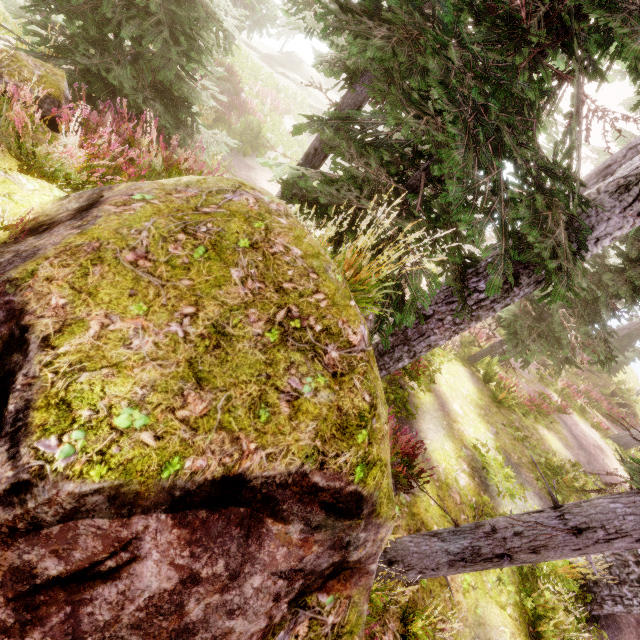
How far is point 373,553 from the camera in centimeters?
226cm

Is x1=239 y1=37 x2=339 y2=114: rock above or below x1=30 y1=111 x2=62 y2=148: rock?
below

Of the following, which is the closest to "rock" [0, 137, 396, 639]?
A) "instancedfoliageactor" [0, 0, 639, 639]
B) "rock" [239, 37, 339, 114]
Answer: "instancedfoliageactor" [0, 0, 639, 639]

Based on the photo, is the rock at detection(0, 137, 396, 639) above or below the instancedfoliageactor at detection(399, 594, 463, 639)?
above

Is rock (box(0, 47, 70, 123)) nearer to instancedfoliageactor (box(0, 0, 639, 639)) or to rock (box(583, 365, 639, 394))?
instancedfoliageactor (box(0, 0, 639, 639))

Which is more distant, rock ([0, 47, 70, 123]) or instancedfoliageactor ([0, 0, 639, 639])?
rock ([0, 47, 70, 123])

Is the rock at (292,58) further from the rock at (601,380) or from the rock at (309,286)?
the rock at (601,380)

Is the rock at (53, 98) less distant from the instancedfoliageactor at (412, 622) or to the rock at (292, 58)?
the instancedfoliageactor at (412, 622)
